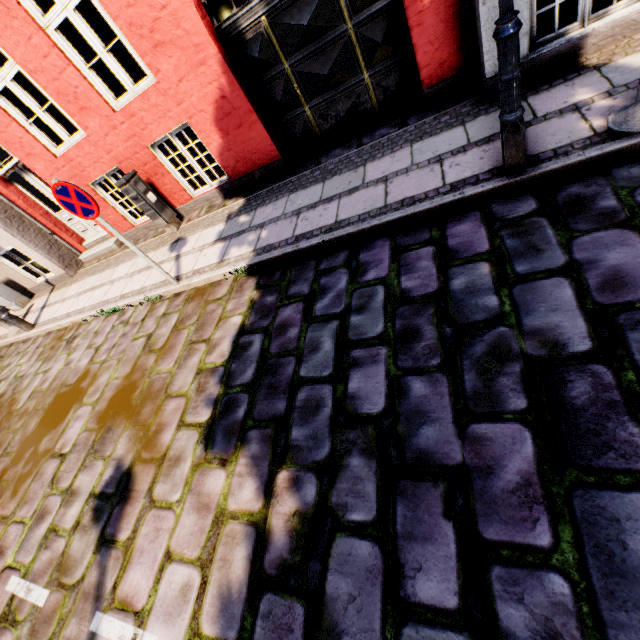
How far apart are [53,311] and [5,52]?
5.0 meters

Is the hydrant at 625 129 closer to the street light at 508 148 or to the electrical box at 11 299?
the street light at 508 148

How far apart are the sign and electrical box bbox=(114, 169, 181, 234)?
2.0 meters

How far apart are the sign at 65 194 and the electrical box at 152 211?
2.0m

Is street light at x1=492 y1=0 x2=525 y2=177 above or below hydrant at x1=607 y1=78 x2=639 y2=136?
above

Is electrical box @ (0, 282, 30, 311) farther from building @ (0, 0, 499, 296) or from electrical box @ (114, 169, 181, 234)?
electrical box @ (114, 169, 181, 234)

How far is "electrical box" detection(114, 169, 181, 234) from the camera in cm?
602

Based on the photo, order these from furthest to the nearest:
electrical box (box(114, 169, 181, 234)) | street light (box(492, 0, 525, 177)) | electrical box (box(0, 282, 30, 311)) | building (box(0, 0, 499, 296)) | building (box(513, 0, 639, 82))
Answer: electrical box (box(0, 282, 30, 311)) < electrical box (box(114, 169, 181, 234)) < building (box(0, 0, 499, 296)) < building (box(513, 0, 639, 82)) < street light (box(492, 0, 525, 177))
